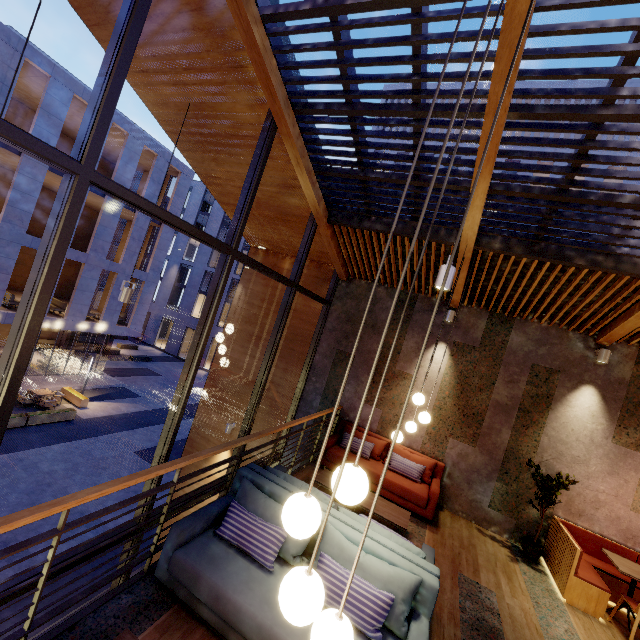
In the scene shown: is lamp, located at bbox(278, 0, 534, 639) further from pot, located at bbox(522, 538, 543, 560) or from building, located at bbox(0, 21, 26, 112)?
building, located at bbox(0, 21, 26, 112)

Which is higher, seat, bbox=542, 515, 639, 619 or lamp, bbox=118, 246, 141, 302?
lamp, bbox=118, 246, 141, 302

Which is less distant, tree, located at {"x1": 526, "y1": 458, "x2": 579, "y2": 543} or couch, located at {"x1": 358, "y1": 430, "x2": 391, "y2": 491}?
tree, located at {"x1": 526, "y1": 458, "x2": 579, "y2": 543}

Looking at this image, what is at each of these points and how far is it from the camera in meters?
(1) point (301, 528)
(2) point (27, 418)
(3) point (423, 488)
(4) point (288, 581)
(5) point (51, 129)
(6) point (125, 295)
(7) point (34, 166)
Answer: (1) lamp, 1.5
(2) planter, 14.6
(3) couch, 6.1
(4) lamp, 1.4
(5) building, 15.6
(6) lamp, 5.1
(7) building, 15.4

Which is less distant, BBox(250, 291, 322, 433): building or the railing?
the railing

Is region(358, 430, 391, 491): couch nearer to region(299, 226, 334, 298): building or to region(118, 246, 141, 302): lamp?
region(299, 226, 334, 298): building

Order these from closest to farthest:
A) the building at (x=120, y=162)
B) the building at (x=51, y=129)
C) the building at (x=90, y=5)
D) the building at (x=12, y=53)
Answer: the building at (x=90, y=5) → the building at (x=12, y=53) → the building at (x=51, y=129) → the building at (x=120, y=162)

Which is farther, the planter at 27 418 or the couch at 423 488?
the planter at 27 418
